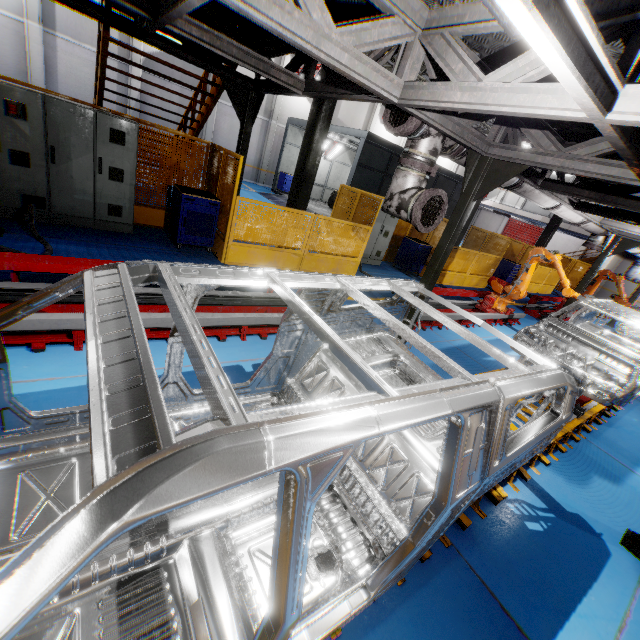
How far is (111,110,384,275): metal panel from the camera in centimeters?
694cm

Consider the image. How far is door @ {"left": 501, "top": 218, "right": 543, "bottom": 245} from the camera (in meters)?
A: 33.84

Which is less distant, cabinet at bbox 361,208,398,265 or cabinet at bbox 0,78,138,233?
cabinet at bbox 0,78,138,233

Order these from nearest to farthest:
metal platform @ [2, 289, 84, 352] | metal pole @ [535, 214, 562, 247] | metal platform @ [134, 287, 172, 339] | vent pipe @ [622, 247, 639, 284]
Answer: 1. metal platform @ [2, 289, 84, 352]
2. metal platform @ [134, 287, 172, 339]
3. vent pipe @ [622, 247, 639, 284]
4. metal pole @ [535, 214, 562, 247]

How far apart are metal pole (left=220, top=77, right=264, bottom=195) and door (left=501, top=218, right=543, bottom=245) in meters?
36.3 m

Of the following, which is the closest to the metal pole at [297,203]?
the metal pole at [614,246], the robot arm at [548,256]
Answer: the robot arm at [548,256]

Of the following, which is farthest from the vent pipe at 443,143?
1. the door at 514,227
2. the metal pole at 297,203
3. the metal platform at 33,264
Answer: the door at 514,227

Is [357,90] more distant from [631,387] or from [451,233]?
[631,387]
